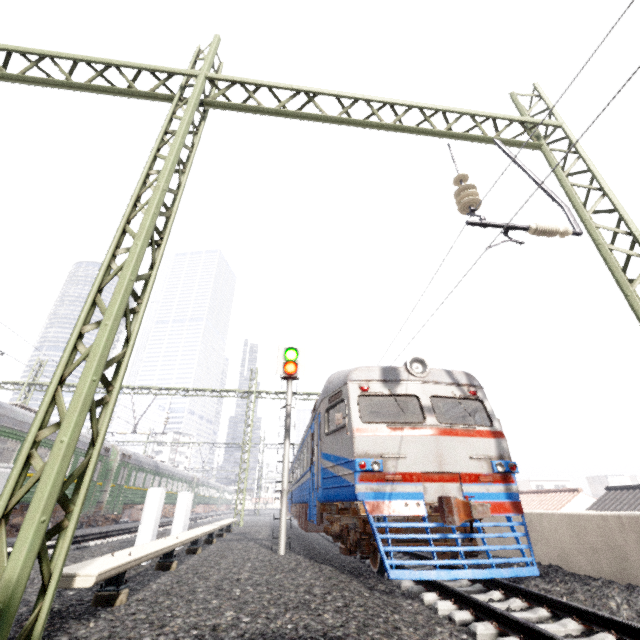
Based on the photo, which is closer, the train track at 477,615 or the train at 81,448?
the train track at 477,615

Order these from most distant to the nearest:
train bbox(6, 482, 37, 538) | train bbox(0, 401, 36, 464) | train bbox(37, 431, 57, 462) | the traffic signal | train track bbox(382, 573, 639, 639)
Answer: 1. train bbox(37, 431, 57, 462)
2. train bbox(6, 482, 37, 538)
3. train bbox(0, 401, 36, 464)
4. the traffic signal
5. train track bbox(382, 573, 639, 639)

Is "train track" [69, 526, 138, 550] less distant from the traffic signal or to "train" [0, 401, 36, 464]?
"train" [0, 401, 36, 464]

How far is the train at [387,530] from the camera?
5.6 meters

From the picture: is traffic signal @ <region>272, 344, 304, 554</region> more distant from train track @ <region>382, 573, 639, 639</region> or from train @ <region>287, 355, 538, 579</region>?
train track @ <region>382, 573, 639, 639</region>

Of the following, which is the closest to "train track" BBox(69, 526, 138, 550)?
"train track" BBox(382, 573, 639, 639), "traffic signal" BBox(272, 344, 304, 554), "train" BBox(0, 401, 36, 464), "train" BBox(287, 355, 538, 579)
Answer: "train" BBox(0, 401, 36, 464)

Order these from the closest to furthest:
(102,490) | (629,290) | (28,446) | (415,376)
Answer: (28,446)
(629,290)
(415,376)
(102,490)

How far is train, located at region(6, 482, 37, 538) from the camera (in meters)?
12.31
